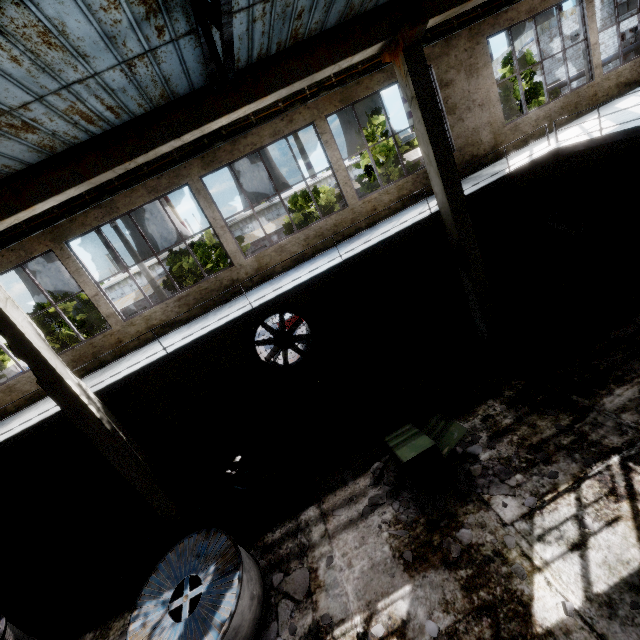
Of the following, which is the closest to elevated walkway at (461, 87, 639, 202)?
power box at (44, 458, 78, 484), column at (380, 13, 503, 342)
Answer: column at (380, 13, 503, 342)

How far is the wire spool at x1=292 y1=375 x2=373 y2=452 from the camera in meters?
8.0

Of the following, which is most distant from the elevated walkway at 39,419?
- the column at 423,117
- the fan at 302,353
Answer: the fan at 302,353

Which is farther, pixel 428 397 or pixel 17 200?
pixel 428 397

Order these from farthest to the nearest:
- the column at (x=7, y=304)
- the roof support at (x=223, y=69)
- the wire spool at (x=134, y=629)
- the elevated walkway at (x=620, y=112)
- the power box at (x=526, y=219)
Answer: the power box at (x=526, y=219) < the elevated walkway at (x=620, y=112) < the column at (x=7, y=304) < the wire spool at (x=134, y=629) < the roof support at (x=223, y=69)

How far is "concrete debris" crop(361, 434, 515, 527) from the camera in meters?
5.8 m

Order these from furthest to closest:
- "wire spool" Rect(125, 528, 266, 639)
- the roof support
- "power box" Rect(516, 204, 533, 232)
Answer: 1. "power box" Rect(516, 204, 533, 232)
2. "wire spool" Rect(125, 528, 266, 639)
3. the roof support

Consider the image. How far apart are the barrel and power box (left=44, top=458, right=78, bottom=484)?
14.4 meters
